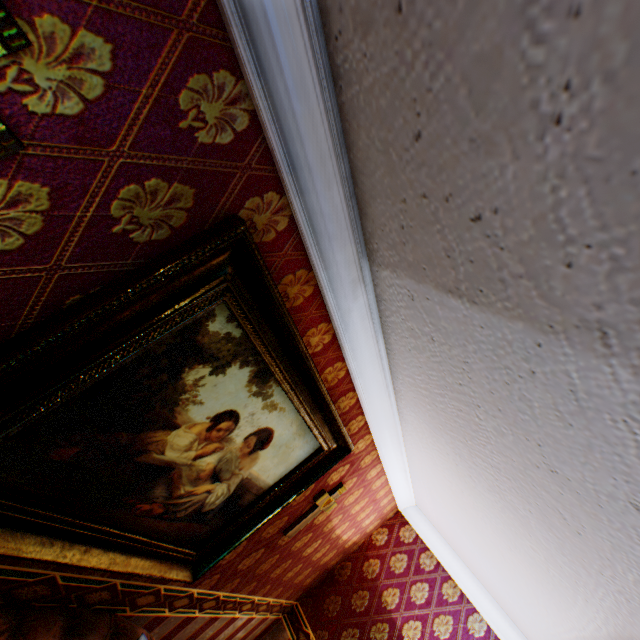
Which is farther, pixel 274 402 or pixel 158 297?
pixel 274 402

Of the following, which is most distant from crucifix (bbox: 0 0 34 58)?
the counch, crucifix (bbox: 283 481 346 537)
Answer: crucifix (bbox: 283 481 346 537)

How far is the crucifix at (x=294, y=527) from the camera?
2.7m

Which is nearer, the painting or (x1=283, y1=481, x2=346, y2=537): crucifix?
the painting

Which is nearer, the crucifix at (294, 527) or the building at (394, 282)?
the building at (394, 282)

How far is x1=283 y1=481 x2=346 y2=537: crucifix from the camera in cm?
271

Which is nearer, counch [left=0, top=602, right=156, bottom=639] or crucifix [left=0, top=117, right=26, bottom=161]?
crucifix [left=0, top=117, right=26, bottom=161]

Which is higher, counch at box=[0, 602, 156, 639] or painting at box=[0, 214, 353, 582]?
painting at box=[0, 214, 353, 582]
